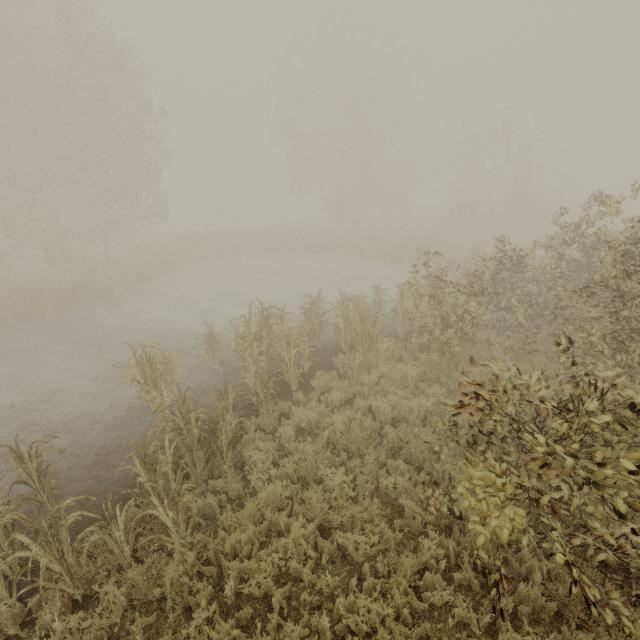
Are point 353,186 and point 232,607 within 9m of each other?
no
